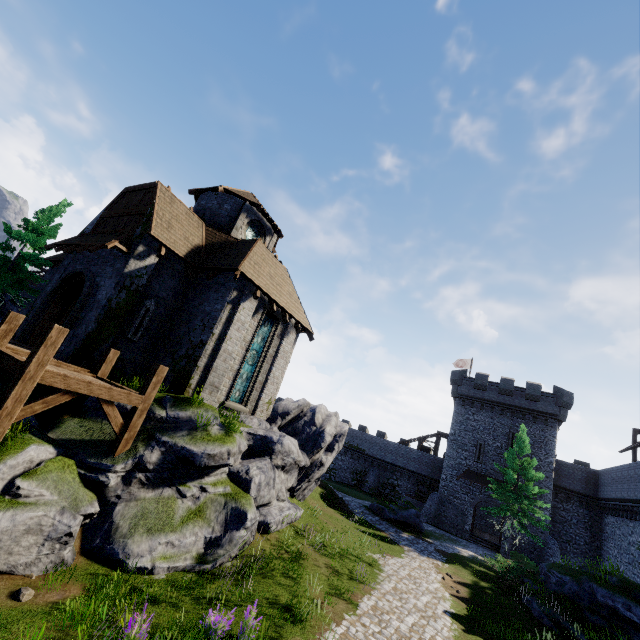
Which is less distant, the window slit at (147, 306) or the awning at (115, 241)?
the awning at (115, 241)

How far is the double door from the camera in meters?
13.0 m

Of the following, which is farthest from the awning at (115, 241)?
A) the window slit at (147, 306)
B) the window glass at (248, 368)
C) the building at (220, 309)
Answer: the window glass at (248, 368)

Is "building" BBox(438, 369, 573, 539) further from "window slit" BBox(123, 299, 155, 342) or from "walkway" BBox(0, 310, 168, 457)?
"walkway" BBox(0, 310, 168, 457)

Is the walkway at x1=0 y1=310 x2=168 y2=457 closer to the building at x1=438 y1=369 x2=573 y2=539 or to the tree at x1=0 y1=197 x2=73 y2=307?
the tree at x1=0 y1=197 x2=73 y2=307

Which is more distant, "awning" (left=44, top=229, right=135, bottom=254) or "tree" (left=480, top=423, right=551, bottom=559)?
"tree" (left=480, top=423, right=551, bottom=559)

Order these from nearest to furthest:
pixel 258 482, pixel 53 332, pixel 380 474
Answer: pixel 53 332 < pixel 258 482 < pixel 380 474

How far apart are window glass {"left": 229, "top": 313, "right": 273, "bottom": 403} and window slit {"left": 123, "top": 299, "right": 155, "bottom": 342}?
4.5 meters
